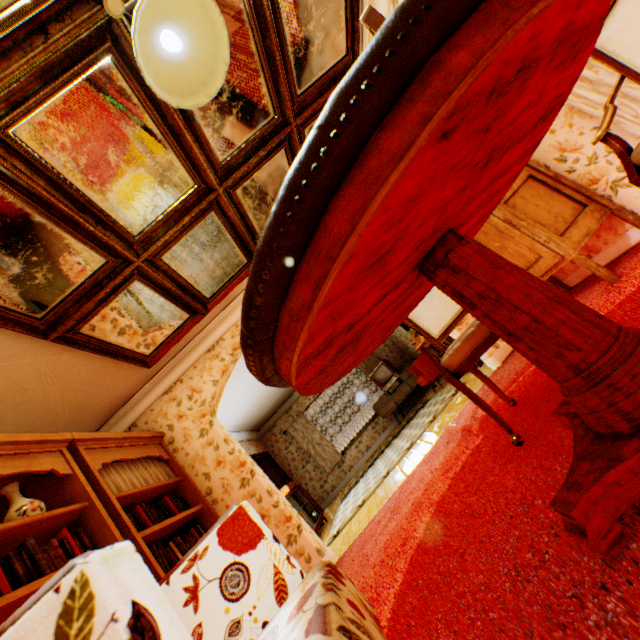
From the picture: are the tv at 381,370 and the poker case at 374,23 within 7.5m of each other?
no

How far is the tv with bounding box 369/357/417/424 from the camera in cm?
937

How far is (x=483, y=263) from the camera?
1.1 meters

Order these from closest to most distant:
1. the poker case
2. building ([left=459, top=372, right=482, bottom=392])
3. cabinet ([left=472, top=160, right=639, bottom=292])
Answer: the poker case, cabinet ([left=472, top=160, right=639, bottom=292]), building ([left=459, top=372, right=482, bottom=392])

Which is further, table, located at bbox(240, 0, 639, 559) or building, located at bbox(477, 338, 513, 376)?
building, located at bbox(477, 338, 513, 376)

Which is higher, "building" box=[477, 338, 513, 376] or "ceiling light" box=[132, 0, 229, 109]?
"ceiling light" box=[132, 0, 229, 109]

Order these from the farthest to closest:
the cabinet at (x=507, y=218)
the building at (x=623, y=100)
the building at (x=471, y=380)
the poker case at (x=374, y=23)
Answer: the building at (x=471, y=380) < the cabinet at (x=507, y=218) < the building at (x=623, y=100) < the poker case at (x=374, y=23)

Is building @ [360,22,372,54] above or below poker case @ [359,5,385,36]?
above
